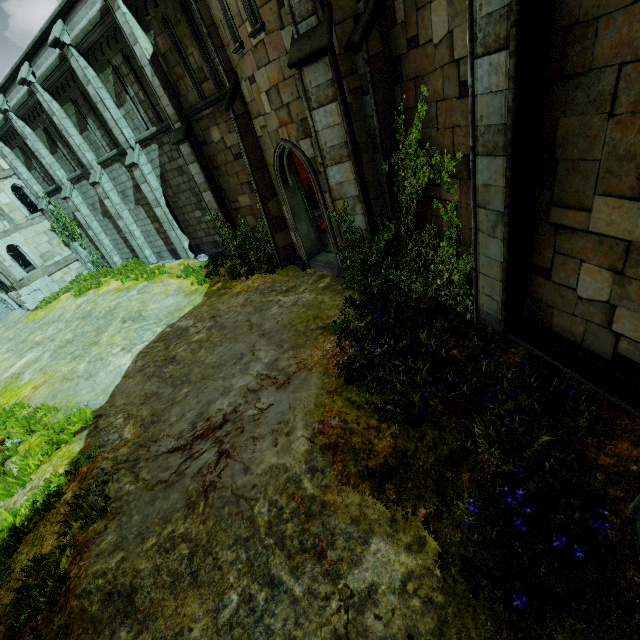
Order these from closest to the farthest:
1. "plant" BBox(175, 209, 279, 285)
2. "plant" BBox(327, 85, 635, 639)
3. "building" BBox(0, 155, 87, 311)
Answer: "plant" BBox(327, 85, 635, 639), "plant" BBox(175, 209, 279, 285), "building" BBox(0, 155, 87, 311)

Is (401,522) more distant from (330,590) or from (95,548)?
(95,548)

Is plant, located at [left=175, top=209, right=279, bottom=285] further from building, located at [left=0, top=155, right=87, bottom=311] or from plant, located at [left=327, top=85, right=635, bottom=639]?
building, located at [left=0, top=155, right=87, bottom=311]

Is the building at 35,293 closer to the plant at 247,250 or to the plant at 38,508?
the plant at 247,250

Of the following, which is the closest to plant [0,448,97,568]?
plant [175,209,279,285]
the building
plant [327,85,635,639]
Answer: plant [327,85,635,639]

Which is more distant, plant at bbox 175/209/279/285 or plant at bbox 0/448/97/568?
Result: plant at bbox 175/209/279/285

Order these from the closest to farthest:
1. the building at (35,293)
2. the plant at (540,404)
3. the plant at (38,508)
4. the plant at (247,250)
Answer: the plant at (540,404)
the plant at (38,508)
the plant at (247,250)
the building at (35,293)
